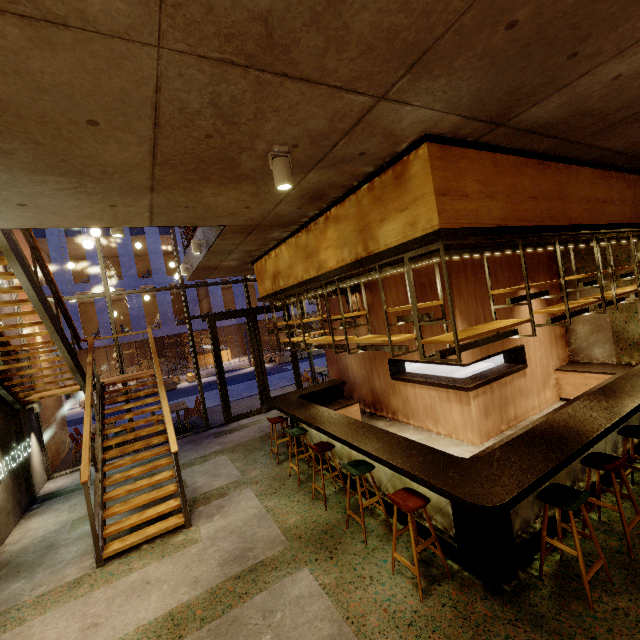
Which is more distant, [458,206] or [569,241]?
[569,241]

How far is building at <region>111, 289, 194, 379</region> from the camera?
24.30m

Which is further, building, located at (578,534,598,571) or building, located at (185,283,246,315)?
building, located at (185,283,246,315)

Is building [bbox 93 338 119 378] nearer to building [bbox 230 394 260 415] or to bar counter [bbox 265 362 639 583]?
building [bbox 230 394 260 415]

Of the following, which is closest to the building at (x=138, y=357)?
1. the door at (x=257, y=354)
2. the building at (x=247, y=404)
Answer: the building at (x=247, y=404)

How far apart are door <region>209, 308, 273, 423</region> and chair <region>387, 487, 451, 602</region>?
7.8 meters

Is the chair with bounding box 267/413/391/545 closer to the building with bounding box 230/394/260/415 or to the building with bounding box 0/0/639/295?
the building with bounding box 0/0/639/295

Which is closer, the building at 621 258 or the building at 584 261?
the building at 621 258
